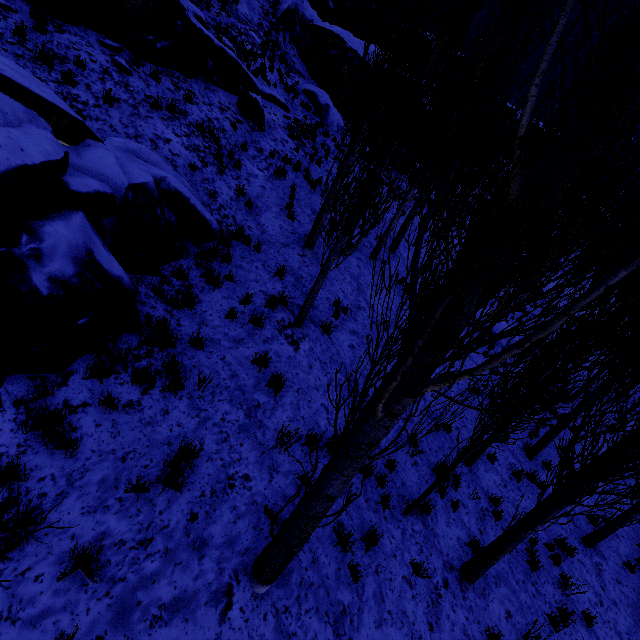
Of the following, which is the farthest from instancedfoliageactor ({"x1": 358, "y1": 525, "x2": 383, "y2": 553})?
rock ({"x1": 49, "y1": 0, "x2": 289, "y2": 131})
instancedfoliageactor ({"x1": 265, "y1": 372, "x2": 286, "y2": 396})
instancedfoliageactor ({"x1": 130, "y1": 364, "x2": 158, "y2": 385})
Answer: rock ({"x1": 49, "y1": 0, "x2": 289, "y2": 131})

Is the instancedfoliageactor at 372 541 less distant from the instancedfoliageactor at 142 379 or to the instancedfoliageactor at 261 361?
the instancedfoliageactor at 261 361

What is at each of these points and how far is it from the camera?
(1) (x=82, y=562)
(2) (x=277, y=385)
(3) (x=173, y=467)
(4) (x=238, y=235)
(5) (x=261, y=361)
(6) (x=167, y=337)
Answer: (1) instancedfoliageactor, 3.3 meters
(2) instancedfoliageactor, 6.0 meters
(3) instancedfoliageactor, 4.3 meters
(4) instancedfoliageactor, 8.5 meters
(5) instancedfoliageactor, 6.2 meters
(6) instancedfoliageactor, 5.4 meters

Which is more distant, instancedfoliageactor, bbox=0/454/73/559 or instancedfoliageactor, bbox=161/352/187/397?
instancedfoliageactor, bbox=161/352/187/397

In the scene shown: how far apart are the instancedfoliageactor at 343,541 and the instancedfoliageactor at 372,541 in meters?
0.3

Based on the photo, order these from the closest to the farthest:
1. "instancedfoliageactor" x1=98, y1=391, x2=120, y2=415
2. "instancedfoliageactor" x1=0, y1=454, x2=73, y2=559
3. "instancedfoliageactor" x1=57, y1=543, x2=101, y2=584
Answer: "instancedfoliageactor" x1=0, y1=454, x2=73, y2=559 < "instancedfoliageactor" x1=57, y1=543, x2=101, y2=584 < "instancedfoliageactor" x1=98, y1=391, x2=120, y2=415

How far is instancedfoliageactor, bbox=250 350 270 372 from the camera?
6.1m
